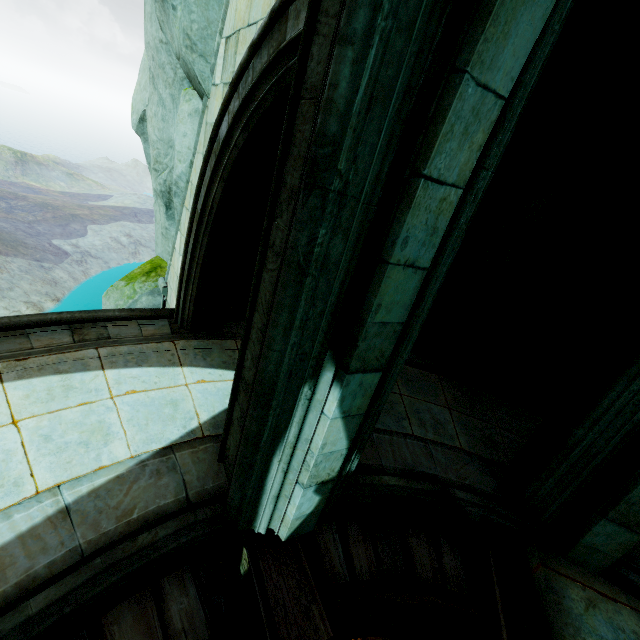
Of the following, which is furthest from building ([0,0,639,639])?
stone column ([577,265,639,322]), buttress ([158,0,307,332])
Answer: stone column ([577,265,639,322])

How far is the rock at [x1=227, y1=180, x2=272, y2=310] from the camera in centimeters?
546cm

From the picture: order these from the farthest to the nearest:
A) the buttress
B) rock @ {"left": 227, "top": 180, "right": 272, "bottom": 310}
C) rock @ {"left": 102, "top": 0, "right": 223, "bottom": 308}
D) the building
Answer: rock @ {"left": 227, "top": 180, "right": 272, "bottom": 310}, rock @ {"left": 102, "top": 0, "right": 223, "bottom": 308}, the buttress, the building

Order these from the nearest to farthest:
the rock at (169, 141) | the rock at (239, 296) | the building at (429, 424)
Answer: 1. the building at (429, 424)
2. the rock at (169, 141)
3. the rock at (239, 296)

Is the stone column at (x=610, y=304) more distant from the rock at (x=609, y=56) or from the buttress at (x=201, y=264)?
the buttress at (x=201, y=264)

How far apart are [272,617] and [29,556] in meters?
1.9 m

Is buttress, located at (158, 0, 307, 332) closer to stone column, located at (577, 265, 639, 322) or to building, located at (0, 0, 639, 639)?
building, located at (0, 0, 639, 639)
